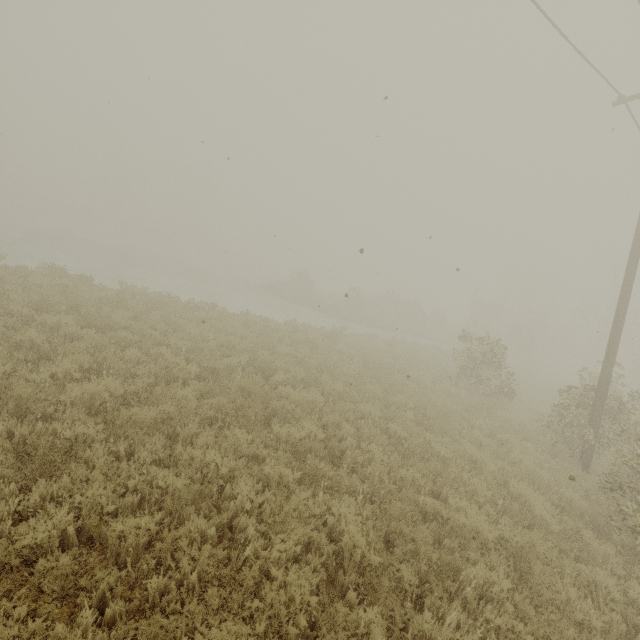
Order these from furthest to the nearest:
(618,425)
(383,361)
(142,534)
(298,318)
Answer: (298,318) < (383,361) < (618,425) < (142,534)

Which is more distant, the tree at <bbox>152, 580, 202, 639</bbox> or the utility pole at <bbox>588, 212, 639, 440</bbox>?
the utility pole at <bbox>588, 212, 639, 440</bbox>

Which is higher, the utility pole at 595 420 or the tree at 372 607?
the utility pole at 595 420

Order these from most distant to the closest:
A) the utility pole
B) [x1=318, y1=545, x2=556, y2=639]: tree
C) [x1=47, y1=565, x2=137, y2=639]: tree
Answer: the utility pole → [x1=318, y1=545, x2=556, y2=639]: tree → [x1=47, y1=565, x2=137, y2=639]: tree

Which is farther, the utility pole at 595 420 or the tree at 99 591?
the utility pole at 595 420

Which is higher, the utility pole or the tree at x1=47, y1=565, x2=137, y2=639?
the utility pole
